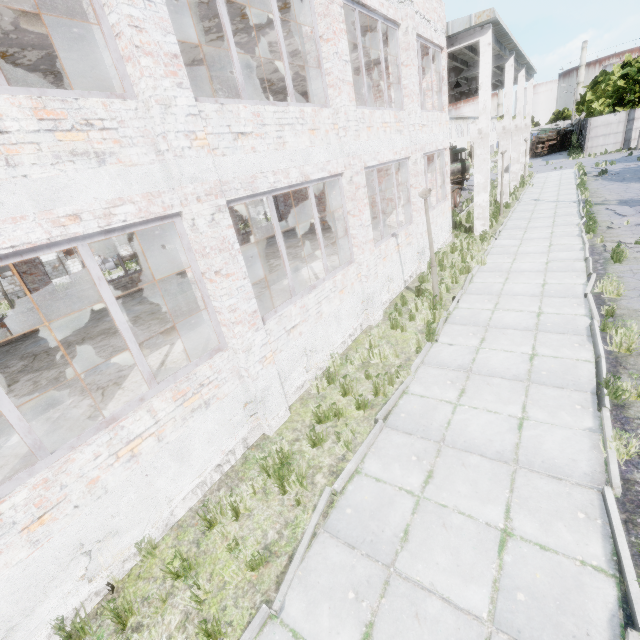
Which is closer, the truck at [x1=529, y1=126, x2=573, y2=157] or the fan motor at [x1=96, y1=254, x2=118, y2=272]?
the fan motor at [x1=96, y1=254, x2=118, y2=272]

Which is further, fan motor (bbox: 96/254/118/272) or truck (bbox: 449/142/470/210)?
fan motor (bbox: 96/254/118/272)

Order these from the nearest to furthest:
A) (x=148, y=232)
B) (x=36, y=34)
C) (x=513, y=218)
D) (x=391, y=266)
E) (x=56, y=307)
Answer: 1. (x=36, y=34)
2. (x=391, y=266)
3. (x=56, y=307)
4. (x=148, y=232)
5. (x=513, y=218)

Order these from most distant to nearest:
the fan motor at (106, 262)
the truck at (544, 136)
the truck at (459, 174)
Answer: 1. the truck at (544, 136)
2. the fan motor at (106, 262)
3. the truck at (459, 174)

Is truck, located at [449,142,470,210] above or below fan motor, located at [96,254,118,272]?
above

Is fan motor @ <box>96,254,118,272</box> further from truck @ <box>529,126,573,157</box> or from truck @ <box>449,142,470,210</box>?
truck @ <box>529,126,573,157</box>

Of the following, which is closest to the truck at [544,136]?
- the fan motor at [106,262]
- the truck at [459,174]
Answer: the truck at [459,174]
